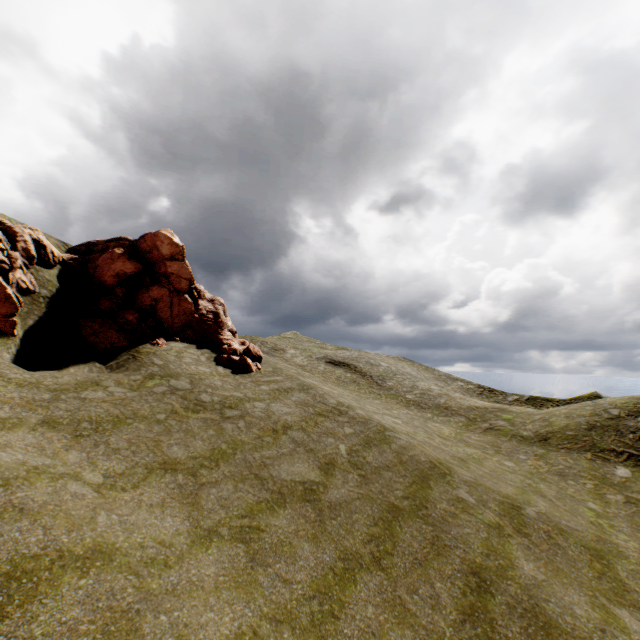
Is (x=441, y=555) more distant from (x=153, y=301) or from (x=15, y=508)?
(x=153, y=301)
